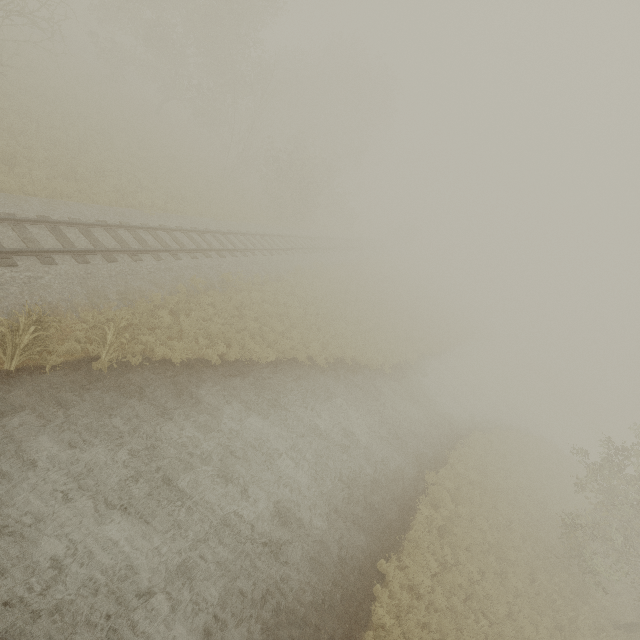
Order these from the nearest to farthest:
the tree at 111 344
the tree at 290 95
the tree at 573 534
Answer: the tree at 111 344
the tree at 573 534
the tree at 290 95

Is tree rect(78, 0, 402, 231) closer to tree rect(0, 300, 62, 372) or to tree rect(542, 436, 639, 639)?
tree rect(542, 436, 639, 639)

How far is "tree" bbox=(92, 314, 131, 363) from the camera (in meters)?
8.73

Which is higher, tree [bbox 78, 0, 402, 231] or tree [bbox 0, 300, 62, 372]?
tree [bbox 78, 0, 402, 231]

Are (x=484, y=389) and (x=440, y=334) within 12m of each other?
yes

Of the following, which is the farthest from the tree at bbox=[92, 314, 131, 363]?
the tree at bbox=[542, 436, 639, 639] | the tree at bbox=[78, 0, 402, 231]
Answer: the tree at bbox=[78, 0, 402, 231]

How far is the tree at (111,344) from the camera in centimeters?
873cm
